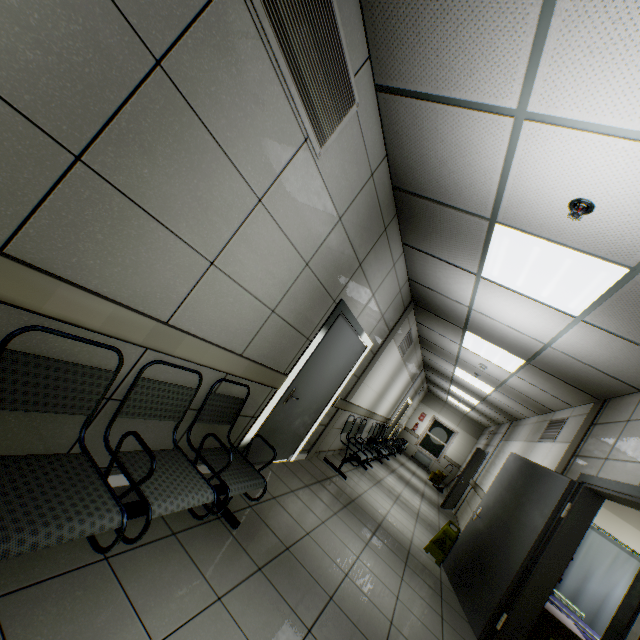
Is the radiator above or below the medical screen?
below

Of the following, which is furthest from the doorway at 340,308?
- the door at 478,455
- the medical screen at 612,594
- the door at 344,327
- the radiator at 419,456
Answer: the radiator at 419,456

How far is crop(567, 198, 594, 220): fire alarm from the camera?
2.0m

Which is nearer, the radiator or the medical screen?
the medical screen

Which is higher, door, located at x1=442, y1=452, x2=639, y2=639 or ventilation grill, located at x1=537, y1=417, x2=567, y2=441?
ventilation grill, located at x1=537, y1=417, x2=567, y2=441

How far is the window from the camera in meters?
15.5

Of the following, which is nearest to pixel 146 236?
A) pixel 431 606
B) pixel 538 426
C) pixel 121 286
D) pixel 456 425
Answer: pixel 121 286

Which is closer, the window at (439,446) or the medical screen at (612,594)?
the medical screen at (612,594)
